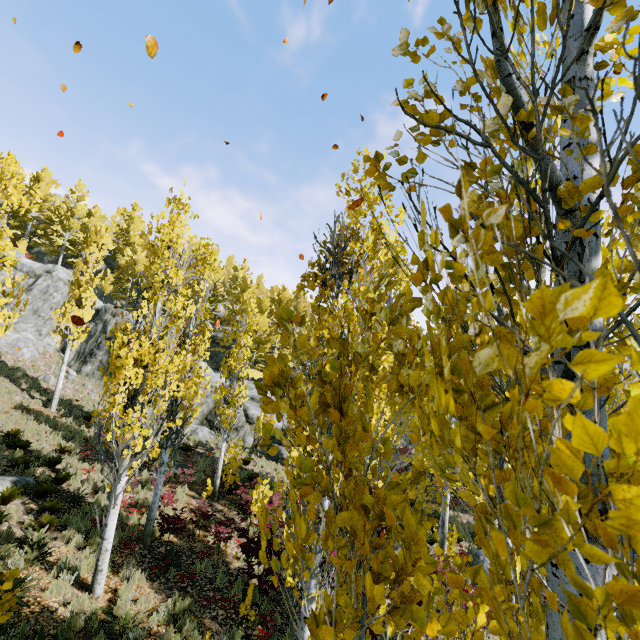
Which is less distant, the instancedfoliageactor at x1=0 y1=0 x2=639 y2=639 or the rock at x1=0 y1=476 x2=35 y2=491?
the instancedfoliageactor at x1=0 y1=0 x2=639 y2=639

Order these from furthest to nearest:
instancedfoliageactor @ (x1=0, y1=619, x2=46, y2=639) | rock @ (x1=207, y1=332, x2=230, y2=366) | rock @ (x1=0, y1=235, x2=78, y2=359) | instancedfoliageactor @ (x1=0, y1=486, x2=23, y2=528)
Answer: rock @ (x1=207, y1=332, x2=230, y2=366) < rock @ (x1=0, y1=235, x2=78, y2=359) < instancedfoliageactor @ (x1=0, y1=486, x2=23, y2=528) < instancedfoliageactor @ (x1=0, y1=619, x2=46, y2=639)

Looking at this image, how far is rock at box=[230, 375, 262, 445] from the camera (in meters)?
22.44

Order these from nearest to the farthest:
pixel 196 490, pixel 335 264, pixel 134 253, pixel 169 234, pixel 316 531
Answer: pixel 316 531 < pixel 335 264 < pixel 169 234 < pixel 196 490 < pixel 134 253

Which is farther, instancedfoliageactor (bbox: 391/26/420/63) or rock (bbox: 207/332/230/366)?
rock (bbox: 207/332/230/366)

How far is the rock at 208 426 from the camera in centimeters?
2057cm

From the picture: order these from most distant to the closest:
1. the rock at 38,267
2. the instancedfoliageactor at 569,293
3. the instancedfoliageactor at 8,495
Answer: the rock at 38,267 → the instancedfoliageactor at 8,495 → the instancedfoliageactor at 569,293
